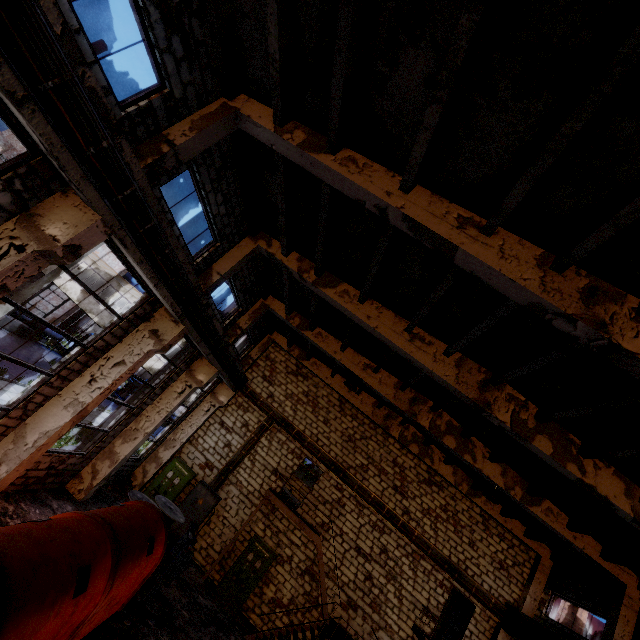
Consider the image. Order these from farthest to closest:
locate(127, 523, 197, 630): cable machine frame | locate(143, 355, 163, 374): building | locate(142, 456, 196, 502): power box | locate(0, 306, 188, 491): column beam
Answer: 1. locate(143, 355, 163, 374): building
2. locate(142, 456, 196, 502): power box
3. locate(127, 523, 197, 630): cable machine frame
4. locate(0, 306, 188, 491): column beam

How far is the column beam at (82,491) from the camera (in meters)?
11.46

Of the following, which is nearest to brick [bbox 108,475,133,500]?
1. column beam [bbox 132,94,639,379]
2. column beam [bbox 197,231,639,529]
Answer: column beam [bbox 197,231,639,529]

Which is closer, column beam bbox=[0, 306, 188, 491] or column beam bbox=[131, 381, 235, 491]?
column beam bbox=[0, 306, 188, 491]

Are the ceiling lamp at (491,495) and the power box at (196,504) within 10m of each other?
no

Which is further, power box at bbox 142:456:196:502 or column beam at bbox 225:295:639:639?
power box at bbox 142:456:196:502

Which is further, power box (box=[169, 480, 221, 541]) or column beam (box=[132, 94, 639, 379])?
power box (box=[169, 480, 221, 541])

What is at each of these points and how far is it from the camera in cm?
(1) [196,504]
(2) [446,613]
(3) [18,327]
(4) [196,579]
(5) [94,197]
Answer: (1) power box, 1495
(2) door, 1481
(3) pipe holder, 2378
(4) concrete debris, 1295
(5) beam, 510
